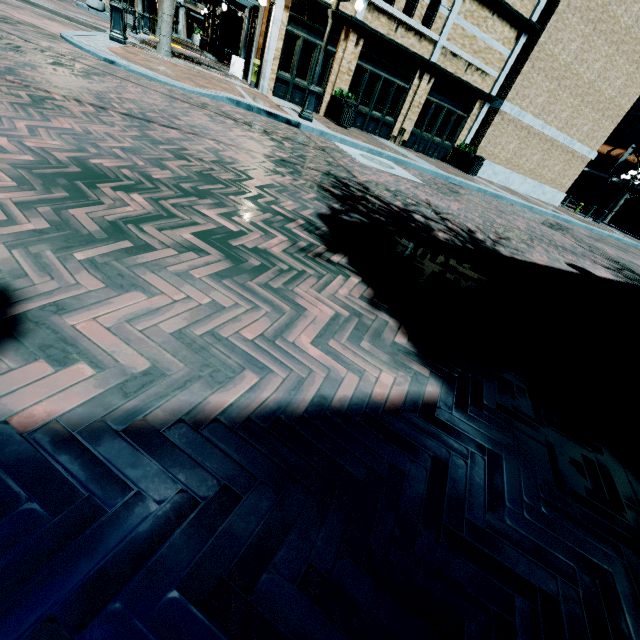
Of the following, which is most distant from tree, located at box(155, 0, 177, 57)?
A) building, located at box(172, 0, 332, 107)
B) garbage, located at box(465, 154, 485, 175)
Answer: garbage, located at box(465, 154, 485, 175)

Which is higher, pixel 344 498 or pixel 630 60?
pixel 630 60

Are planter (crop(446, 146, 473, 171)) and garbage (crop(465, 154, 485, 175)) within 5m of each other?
yes

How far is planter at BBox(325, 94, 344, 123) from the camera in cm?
1287

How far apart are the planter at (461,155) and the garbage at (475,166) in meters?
0.1 m

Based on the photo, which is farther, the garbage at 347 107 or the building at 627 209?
the building at 627 209

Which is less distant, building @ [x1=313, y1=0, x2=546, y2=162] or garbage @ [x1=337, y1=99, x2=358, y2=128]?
garbage @ [x1=337, y1=99, x2=358, y2=128]

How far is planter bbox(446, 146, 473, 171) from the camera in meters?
16.2
